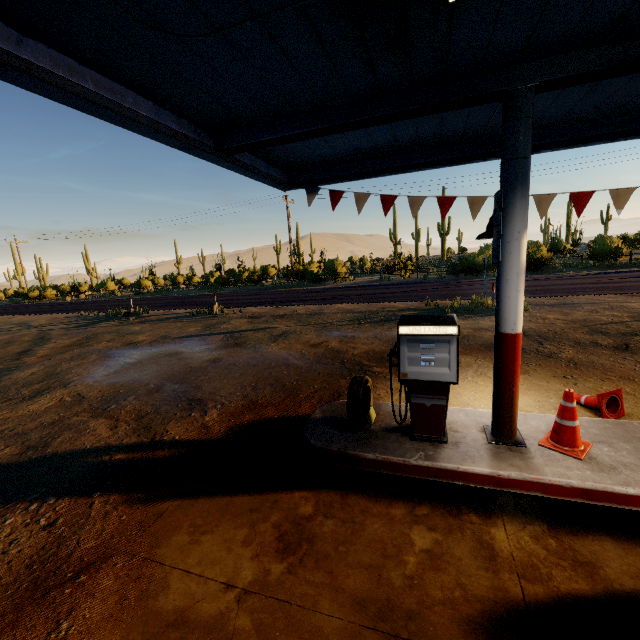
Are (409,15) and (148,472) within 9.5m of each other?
yes

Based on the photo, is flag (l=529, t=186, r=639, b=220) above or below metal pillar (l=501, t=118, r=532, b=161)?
below

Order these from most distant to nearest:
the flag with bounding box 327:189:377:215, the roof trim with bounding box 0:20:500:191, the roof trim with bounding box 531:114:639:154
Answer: the flag with bounding box 327:189:377:215, the roof trim with bounding box 531:114:639:154, the roof trim with bounding box 0:20:500:191

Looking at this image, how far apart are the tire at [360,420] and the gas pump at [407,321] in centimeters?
31cm

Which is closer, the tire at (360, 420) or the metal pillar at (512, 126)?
the metal pillar at (512, 126)

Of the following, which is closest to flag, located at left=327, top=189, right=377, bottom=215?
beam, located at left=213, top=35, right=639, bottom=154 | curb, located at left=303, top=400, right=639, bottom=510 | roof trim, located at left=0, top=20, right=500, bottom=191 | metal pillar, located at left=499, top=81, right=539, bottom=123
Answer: roof trim, located at left=0, top=20, right=500, bottom=191

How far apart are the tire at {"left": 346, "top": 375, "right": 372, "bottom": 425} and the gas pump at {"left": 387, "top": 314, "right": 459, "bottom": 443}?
0.3m

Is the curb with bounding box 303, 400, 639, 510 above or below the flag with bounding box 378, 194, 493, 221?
below
